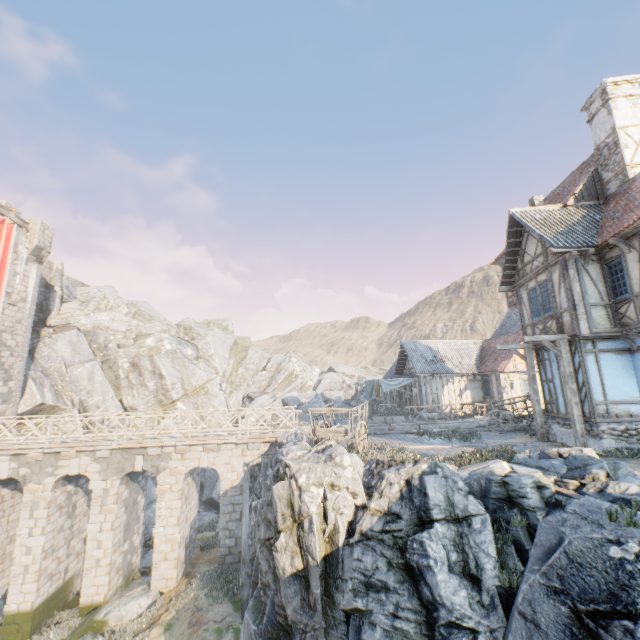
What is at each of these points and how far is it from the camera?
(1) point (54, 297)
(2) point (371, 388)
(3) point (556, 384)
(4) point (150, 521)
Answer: (1) chimney, 28.8m
(2) fabric, 26.5m
(3) building, 13.1m
(4) rock, 24.0m

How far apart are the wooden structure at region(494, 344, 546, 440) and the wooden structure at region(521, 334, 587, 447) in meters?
2.3 m

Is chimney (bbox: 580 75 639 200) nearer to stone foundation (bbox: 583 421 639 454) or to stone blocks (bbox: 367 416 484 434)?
stone foundation (bbox: 583 421 639 454)

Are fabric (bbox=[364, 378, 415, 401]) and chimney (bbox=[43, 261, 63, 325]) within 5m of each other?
no

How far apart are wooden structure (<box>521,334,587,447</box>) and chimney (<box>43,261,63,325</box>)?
35.2 meters

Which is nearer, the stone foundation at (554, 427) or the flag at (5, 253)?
the stone foundation at (554, 427)

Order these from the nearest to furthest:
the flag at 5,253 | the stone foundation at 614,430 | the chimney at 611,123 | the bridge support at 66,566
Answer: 1. the stone foundation at 614,430
2. the chimney at 611,123
3. the bridge support at 66,566
4. the flag at 5,253

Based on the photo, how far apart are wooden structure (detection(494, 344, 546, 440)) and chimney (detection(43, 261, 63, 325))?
34.4m
